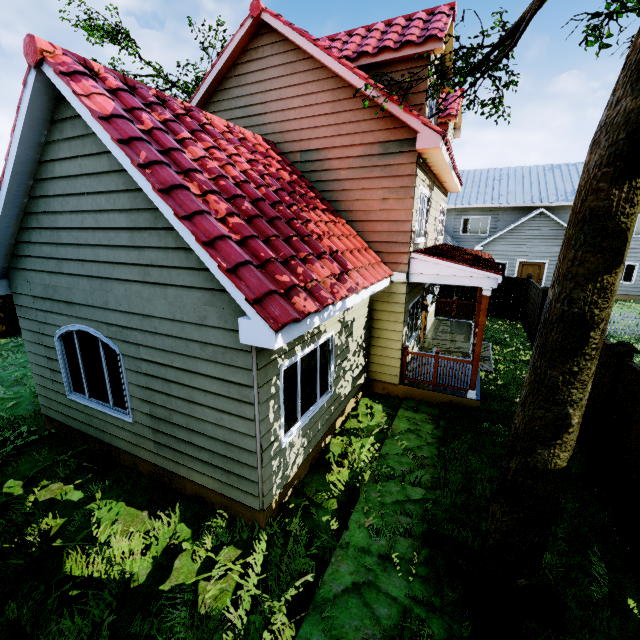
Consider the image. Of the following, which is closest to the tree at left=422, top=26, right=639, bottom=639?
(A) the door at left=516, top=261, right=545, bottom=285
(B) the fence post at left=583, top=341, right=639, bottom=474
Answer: (B) the fence post at left=583, top=341, right=639, bottom=474

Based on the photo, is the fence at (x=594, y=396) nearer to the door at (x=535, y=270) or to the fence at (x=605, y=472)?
the fence at (x=605, y=472)

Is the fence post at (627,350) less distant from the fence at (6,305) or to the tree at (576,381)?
the tree at (576,381)

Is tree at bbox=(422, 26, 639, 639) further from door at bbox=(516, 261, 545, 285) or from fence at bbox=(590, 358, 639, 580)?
door at bbox=(516, 261, 545, 285)

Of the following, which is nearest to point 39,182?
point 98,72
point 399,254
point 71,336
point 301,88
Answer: point 98,72

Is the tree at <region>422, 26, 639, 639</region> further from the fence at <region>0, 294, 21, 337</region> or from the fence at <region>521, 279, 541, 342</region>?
the fence at <region>0, 294, 21, 337</region>

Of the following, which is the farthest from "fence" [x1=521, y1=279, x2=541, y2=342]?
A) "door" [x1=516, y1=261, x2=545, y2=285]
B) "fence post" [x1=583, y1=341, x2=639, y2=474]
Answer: "door" [x1=516, y1=261, x2=545, y2=285]

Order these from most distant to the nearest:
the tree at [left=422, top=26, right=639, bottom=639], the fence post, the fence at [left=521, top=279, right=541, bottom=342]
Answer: the fence at [left=521, top=279, right=541, bottom=342]
the fence post
the tree at [left=422, top=26, right=639, bottom=639]
